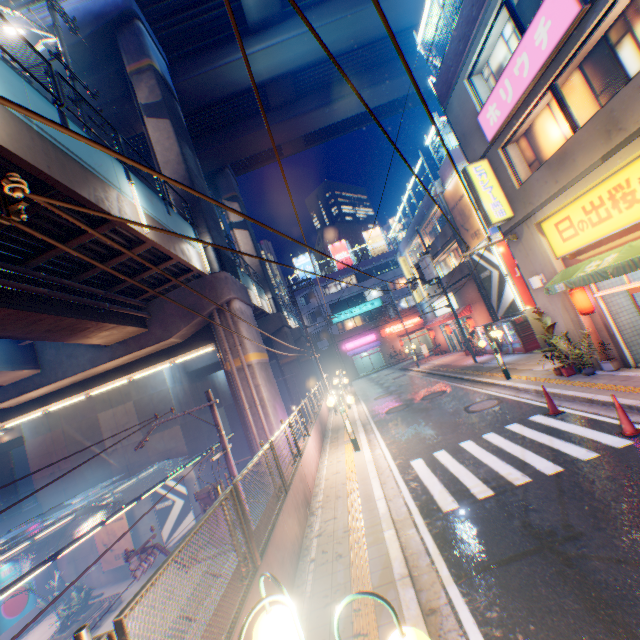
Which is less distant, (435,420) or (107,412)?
(435,420)

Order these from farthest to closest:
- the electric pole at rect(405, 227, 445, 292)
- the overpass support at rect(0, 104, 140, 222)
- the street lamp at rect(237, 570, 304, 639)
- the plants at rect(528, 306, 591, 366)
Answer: the electric pole at rect(405, 227, 445, 292)
the plants at rect(528, 306, 591, 366)
the overpass support at rect(0, 104, 140, 222)
the street lamp at rect(237, 570, 304, 639)

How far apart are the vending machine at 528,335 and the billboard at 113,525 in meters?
28.3

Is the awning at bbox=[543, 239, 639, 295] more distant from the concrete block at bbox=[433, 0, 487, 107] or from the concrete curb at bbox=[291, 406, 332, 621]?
the concrete curb at bbox=[291, 406, 332, 621]

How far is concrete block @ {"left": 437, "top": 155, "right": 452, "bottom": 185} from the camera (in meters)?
19.92

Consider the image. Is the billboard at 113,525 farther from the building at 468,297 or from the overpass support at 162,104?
the building at 468,297

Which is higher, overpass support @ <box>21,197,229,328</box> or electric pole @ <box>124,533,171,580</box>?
overpass support @ <box>21,197,229,328</box>

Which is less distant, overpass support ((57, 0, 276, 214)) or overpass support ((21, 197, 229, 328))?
overpass support ((21, 197, 229, 328))
